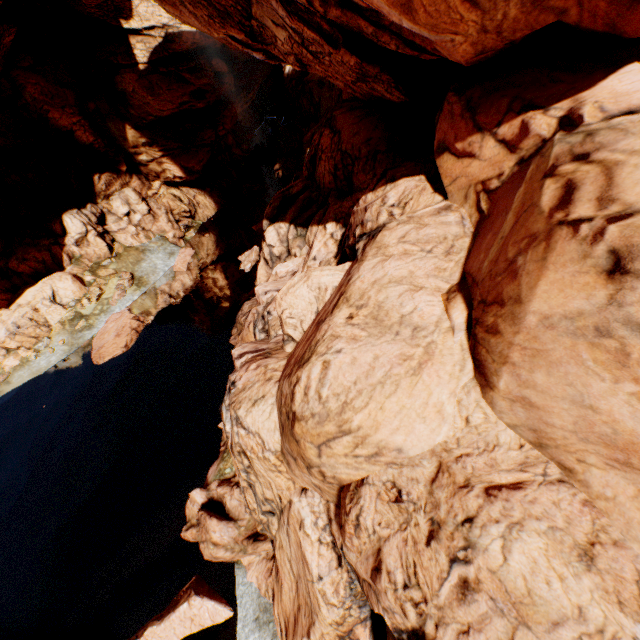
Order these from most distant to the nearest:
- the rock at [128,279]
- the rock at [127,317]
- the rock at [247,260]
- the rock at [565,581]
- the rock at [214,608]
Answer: the rock at [128,279]
the rock at [247,260]
the rock at [127,317]
the rock at [214,608]
the rock at [565,581]

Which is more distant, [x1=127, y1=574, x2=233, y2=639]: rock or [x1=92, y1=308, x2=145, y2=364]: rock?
[x1=92, y1=308, x2=145, y2=364]: rock

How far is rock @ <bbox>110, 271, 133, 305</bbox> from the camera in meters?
27.4 m

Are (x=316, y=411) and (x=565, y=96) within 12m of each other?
yes

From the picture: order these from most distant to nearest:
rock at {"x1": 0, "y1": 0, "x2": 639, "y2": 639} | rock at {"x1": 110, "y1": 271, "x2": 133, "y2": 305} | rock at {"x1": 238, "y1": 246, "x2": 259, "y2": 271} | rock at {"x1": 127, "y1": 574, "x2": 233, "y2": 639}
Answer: rock at {"x1": 110, "y1": 271, "x2": 133, "y2": 305} < rock at {"x1": 238, "y1": 246, "x2": 259, "y2": 271} < rock at {"x1": 127, "y1": 574, "x2": 233, "y2": 639} < rock at {"x1": 0, "y1": 0, "x2": 639, "y2": 639}

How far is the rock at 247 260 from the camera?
26.19m
